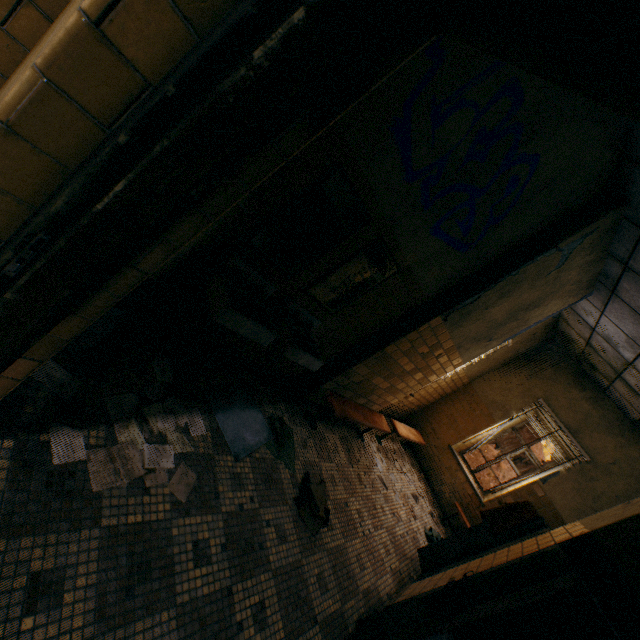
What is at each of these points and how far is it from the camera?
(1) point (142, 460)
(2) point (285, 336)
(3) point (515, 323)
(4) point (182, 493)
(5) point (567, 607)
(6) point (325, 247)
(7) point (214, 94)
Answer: (1) paper, 1.9 meters
(2) sink, 2.7 meters
(3) wall pilaster, 4.5 meters
(4) paper, 2.0 meters
(5) locker, 1.6 meters
(6) mirror, 2.5 meters
(7) door, 0.7 meters

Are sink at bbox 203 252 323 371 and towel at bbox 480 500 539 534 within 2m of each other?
no

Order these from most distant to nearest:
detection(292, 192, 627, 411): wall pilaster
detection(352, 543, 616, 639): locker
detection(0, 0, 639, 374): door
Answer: detection(292, 192, 627, 411): wall pilaster
detection(352, 543, 616, 639): locker
detection(0, 0, 639, 374): door

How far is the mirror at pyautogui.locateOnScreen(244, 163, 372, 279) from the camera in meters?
2.1

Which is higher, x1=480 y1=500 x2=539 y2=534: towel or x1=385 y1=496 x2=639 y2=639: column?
x1=385 y1=496 x2=639 y2=639: column

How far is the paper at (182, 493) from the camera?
1.97m

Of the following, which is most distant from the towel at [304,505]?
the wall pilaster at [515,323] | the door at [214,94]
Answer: the door at [214,94]

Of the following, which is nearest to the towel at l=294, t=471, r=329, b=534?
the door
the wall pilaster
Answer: the wall pilaster
